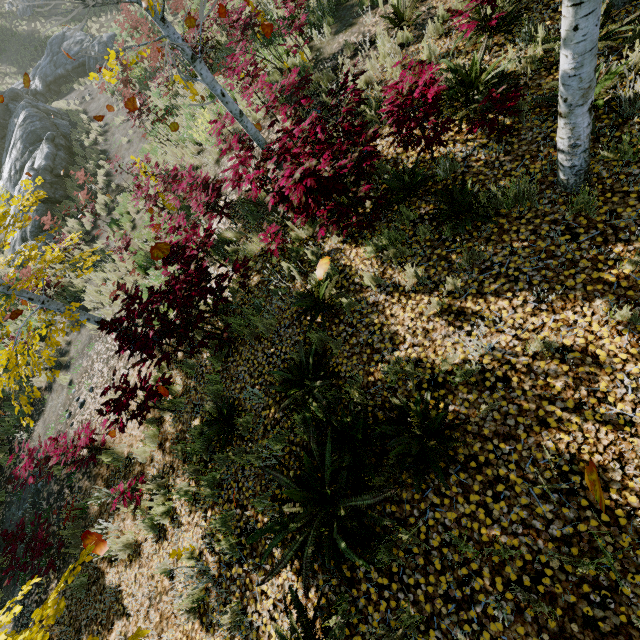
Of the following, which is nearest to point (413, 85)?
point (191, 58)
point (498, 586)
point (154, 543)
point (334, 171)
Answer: point (334, 171)

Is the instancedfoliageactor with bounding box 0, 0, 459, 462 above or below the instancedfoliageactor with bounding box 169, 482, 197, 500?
above

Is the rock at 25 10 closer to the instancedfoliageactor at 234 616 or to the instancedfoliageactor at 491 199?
the instancedfoliageactor at 234 616

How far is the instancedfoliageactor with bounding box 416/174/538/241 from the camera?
3.8 meters

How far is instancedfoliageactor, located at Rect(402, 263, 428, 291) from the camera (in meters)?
4.00

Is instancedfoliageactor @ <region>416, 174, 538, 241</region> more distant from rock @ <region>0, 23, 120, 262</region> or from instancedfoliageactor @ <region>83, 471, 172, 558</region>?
rock @ <region>0, 23, 120, 262</region>

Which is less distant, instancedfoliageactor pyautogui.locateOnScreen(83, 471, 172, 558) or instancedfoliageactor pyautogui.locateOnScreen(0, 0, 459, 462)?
instancedfoliageactor pyautogui.locateOnScreen(0, 0, 459, 462)

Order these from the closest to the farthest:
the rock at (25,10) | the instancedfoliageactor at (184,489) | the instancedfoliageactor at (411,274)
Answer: the instancedfoliageactor at (411,274), the instancedfoliageactor at (184,489), the rock at (25,10)
